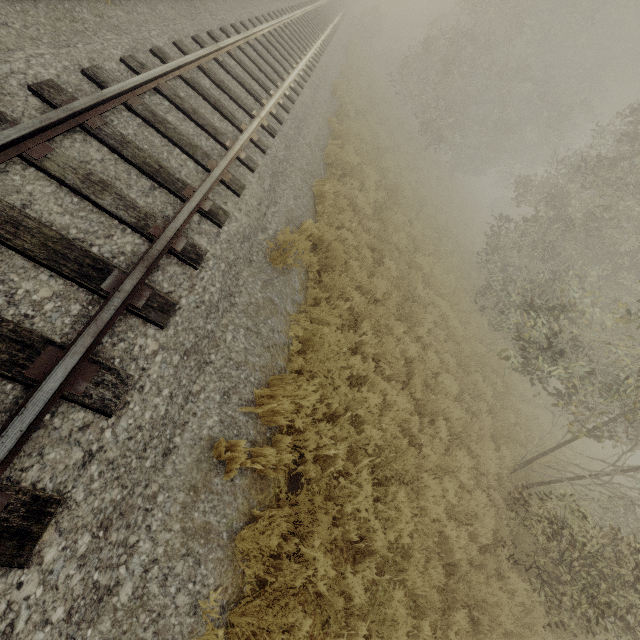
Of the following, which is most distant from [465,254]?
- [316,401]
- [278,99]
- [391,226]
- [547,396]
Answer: [316,401]
